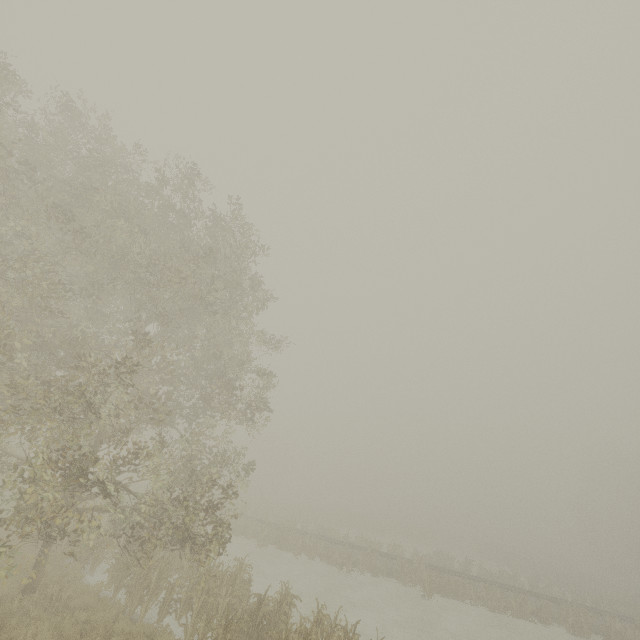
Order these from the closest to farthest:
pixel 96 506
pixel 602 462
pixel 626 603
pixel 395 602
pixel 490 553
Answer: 1. pixel 96 506
2. pixel 395 602
3. pixel 626 603
4. pixel 490 553
5. pixel 602 462
